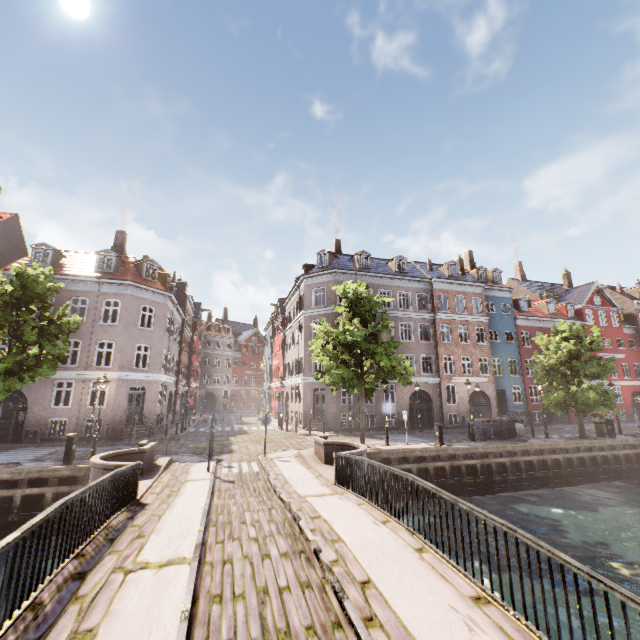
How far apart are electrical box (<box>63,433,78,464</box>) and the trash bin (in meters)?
24.08

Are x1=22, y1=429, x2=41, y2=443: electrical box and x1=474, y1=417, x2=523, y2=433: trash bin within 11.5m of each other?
no

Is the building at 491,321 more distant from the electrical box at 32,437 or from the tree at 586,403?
the tree at 586,403

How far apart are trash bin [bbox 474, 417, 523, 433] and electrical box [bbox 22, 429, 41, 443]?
29.5 meters

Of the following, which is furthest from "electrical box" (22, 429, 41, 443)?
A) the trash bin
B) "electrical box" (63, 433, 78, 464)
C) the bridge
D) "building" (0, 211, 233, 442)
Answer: the trash bin

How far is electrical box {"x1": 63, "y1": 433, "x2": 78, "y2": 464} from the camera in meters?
13.3 m

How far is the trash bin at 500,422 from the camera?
21.5 meters

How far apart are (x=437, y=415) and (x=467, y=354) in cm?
664
